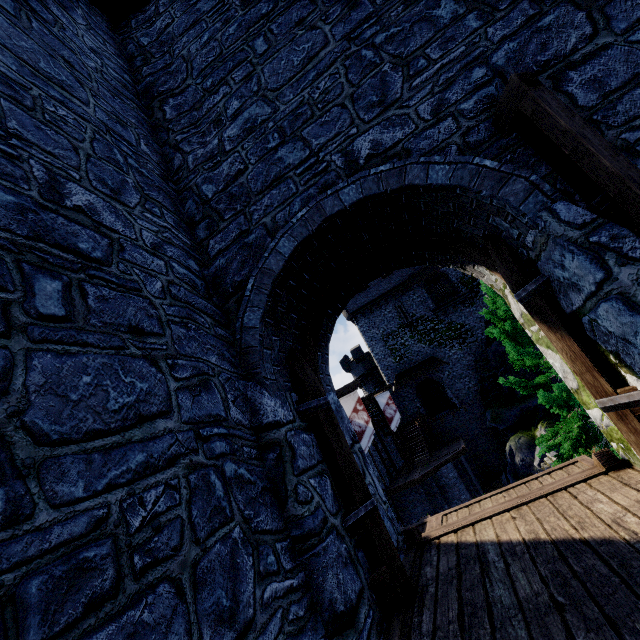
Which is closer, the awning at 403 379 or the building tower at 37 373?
the building tower at 37 373

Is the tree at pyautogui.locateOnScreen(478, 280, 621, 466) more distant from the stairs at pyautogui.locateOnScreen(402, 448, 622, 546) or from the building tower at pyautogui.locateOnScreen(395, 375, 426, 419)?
the building tower at pyautogui.locateOnScreen(395, 375, 426, 419)

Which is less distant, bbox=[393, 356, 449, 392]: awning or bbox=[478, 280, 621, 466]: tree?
bbox=[478, 280, 621, 466]: tree

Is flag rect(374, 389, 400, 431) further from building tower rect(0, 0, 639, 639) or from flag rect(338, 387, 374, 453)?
building tower rect(0, 0, 639, 639)

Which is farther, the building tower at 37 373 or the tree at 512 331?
the tree at 512 331

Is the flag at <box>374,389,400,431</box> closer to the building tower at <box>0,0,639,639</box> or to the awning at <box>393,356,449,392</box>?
the awning at <box>393,356,449,392</box>

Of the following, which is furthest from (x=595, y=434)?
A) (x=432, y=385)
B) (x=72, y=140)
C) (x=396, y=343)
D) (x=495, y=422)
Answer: (x=396, y=343)

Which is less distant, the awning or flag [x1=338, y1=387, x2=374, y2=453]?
flag [x1=338, y1=387, x2=374, y2=453]
